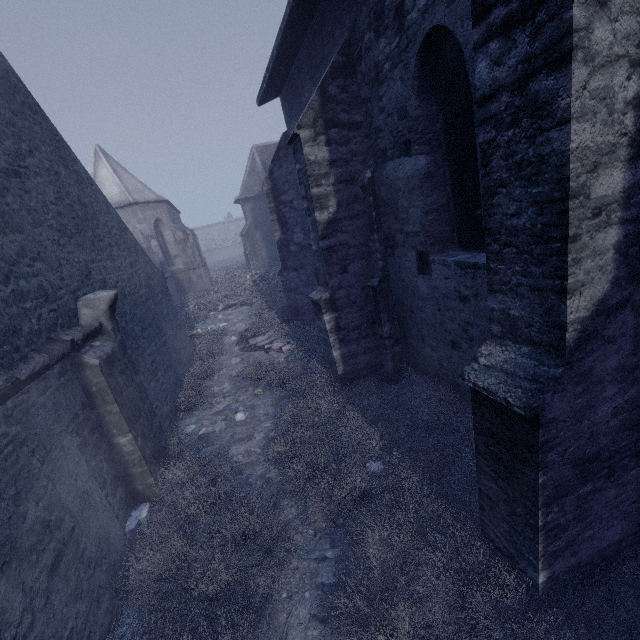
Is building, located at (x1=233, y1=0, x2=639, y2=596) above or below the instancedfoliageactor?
above

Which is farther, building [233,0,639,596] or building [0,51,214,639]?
building [0,51,214,639]

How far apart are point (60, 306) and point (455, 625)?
5.67m

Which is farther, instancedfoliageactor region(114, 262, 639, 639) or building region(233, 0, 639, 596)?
instancedfoliageactor region(114, 262, 639, 639)

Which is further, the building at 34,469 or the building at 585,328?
the building at 34,469

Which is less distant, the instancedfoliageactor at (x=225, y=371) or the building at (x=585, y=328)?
the building at (x=585, y=328)
